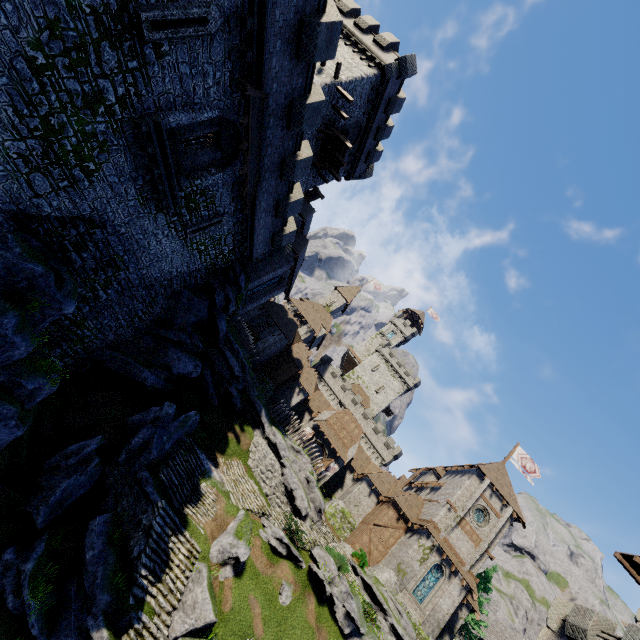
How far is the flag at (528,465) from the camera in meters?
39.6 m

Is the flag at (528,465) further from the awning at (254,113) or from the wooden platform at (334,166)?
the awning at (254,113)

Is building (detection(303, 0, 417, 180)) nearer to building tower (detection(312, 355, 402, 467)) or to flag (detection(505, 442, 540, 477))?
building tower (detection(312, 355, 402, 467))

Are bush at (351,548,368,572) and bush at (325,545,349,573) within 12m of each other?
yes

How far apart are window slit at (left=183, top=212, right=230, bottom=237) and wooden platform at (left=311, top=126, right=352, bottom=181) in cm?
1227

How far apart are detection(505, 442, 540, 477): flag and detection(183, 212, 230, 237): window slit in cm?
4204

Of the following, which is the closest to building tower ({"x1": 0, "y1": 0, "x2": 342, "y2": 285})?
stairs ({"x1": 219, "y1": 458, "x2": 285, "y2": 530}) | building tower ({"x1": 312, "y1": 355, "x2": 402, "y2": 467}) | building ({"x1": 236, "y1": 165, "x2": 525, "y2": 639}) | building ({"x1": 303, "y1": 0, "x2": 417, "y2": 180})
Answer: building ({"x1": 303, "y1": 0, "x2": 417, "y2": 180})

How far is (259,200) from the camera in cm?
1884
